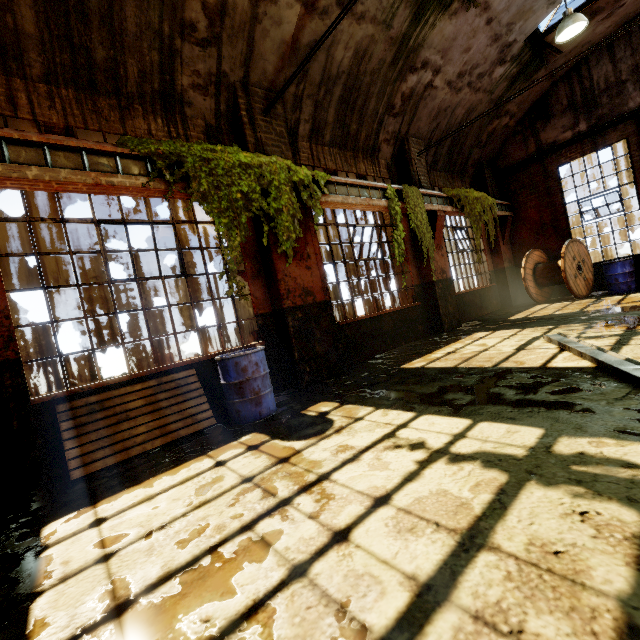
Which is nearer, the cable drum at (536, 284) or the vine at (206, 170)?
the vine at (206, 170)

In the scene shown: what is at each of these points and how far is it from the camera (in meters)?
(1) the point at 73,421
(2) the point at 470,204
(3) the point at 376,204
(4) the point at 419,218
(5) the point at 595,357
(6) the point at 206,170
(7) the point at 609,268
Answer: (1) wooden pallet, 3.84
(2) vine, 9.77
(3) crane rail, 7.19
(4) vine, 7.95
(5) beam, 3.79
(6) vine, 4.61
(7) barrel, 9.22

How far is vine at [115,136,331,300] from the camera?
4.4m

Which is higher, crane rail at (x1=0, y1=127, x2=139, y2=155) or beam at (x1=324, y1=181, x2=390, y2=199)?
crane rail at (x1=0, y1=127, x2=139, y2=155)

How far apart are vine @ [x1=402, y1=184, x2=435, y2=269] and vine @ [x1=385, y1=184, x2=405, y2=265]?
0.14m

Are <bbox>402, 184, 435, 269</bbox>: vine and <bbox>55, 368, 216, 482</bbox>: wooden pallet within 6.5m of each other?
yes

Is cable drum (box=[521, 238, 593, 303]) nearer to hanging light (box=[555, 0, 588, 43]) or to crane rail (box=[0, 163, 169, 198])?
hanging light (box=[555, 0, 588, 43])

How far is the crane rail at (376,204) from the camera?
6.3 meters
